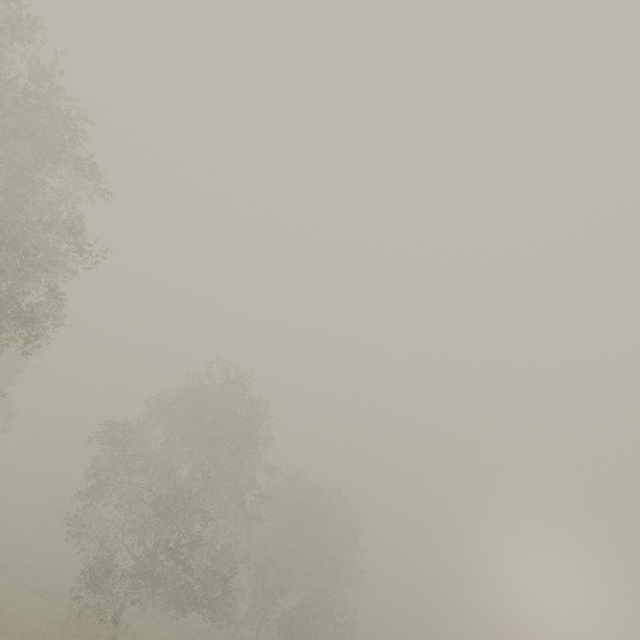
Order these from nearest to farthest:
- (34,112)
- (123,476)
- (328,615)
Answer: (34,112), (328,615), (123,476)
